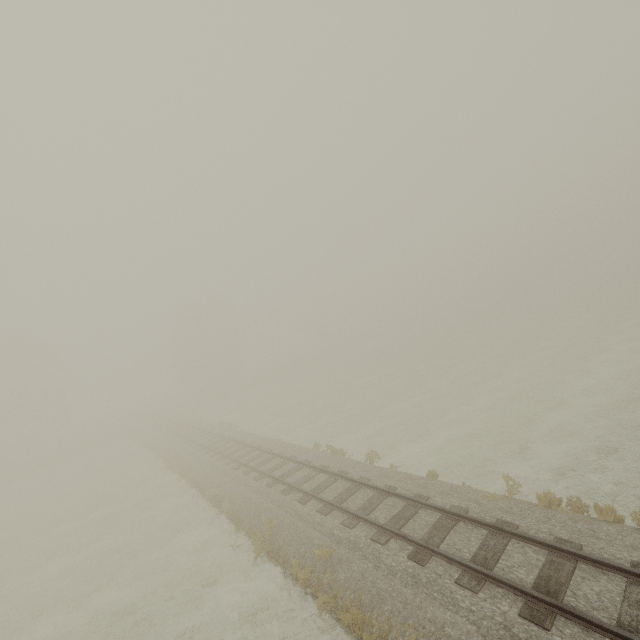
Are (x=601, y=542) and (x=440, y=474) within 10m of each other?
yes
